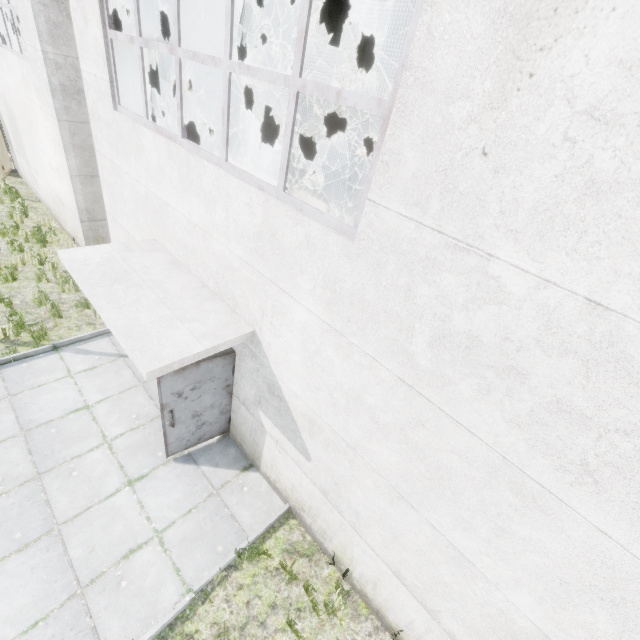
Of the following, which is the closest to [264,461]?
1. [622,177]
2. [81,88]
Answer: [622,177]

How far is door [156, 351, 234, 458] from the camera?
4.9m

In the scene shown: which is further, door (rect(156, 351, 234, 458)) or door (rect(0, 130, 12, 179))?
door (rect(0, 130, 12, 179))

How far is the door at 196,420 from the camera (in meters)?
4.88

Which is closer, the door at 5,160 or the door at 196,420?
the door at 196,420
